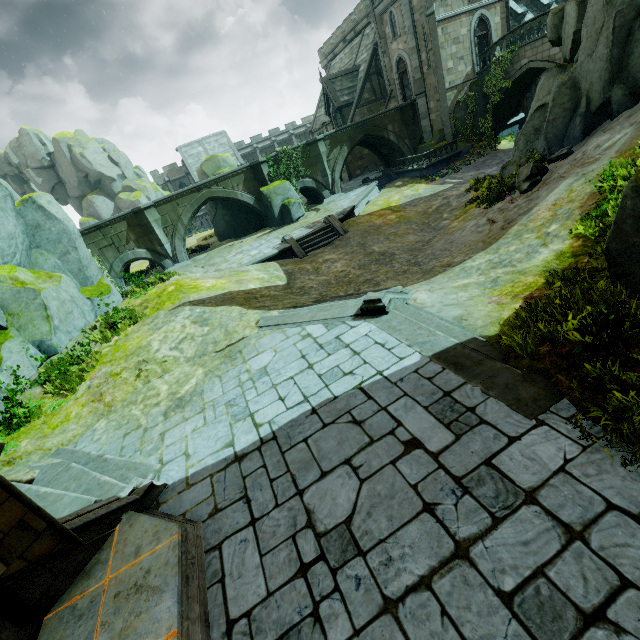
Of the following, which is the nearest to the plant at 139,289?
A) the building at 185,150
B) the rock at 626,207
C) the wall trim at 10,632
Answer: the wall trim at 10,632

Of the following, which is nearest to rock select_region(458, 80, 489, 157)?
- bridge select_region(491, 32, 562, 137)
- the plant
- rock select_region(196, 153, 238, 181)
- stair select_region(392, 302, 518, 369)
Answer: bridge select_region(491, 32, 562, 137)

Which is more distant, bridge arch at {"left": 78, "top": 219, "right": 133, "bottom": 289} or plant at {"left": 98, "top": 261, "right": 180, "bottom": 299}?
bridge arch at {"left": 78, "top": 219, "right": 133, "bottom": 289}

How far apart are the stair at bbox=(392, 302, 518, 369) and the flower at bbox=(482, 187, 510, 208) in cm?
799

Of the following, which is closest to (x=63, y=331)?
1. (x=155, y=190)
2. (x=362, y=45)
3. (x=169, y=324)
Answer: (x=169, y=324)

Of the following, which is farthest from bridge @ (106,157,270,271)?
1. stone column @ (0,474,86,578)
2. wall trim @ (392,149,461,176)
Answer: stone column @ (0,474,86,578)

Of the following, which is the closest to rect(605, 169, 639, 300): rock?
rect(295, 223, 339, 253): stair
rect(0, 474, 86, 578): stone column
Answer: rect(0, 474, 86, 578): stone column

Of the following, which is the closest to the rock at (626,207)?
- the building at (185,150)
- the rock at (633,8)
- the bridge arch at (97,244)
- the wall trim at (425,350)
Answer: the wall trim at (425,350)
